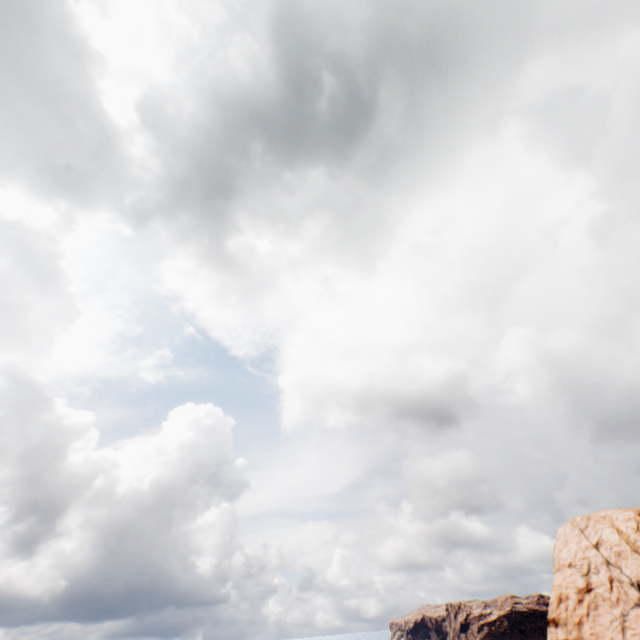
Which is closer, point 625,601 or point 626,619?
point 626,619
